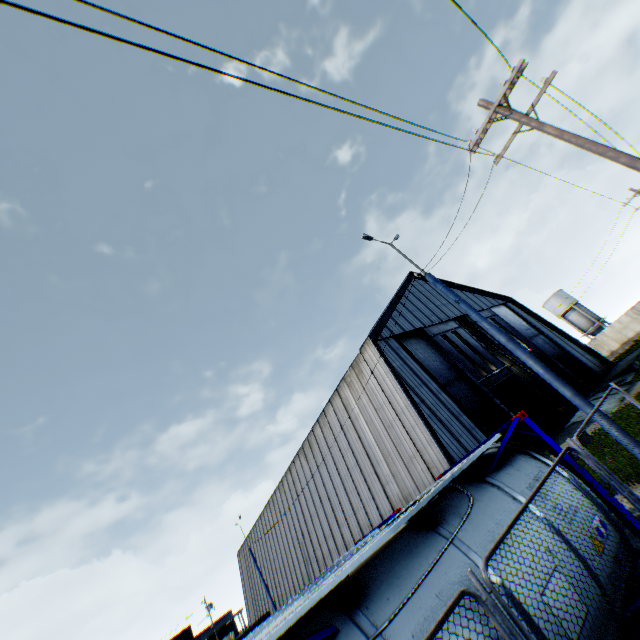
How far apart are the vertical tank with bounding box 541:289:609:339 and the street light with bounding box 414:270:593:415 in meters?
56.2 m

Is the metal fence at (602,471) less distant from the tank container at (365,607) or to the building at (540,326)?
the tank container at (365,607)

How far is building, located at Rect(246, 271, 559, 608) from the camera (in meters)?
17.80

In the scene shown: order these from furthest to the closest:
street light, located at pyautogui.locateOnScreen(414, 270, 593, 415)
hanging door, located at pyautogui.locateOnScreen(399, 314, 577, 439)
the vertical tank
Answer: the vertical tank, hanging door, located at pyautogui.locateOnScreen(399, 314, 577, 439), street light, located at pyautogui.locateOnScreen(414, 270, 593, 415)

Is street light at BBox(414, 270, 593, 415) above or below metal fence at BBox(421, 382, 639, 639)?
above

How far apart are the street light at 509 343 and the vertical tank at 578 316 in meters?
56.2 m

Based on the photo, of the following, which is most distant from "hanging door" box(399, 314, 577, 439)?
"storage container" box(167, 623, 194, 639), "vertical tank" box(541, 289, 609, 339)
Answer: "vertical tank" box(541, 289, 609, 339)

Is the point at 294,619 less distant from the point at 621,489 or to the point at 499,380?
the point at 621,489
